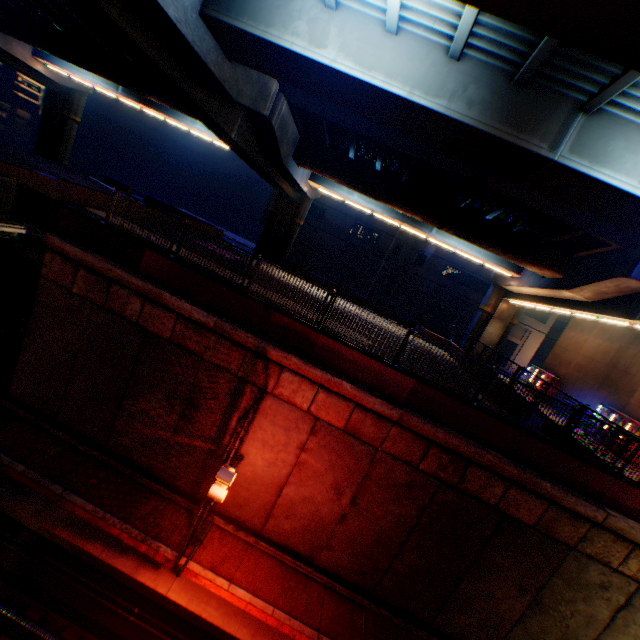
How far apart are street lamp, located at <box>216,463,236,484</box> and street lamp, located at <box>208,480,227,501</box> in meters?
0.3

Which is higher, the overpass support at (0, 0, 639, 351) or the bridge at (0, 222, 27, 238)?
the overpass support at (0, 0, 639, 351)

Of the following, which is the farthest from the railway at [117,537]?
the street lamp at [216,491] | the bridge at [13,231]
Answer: the bridge at [13,231]

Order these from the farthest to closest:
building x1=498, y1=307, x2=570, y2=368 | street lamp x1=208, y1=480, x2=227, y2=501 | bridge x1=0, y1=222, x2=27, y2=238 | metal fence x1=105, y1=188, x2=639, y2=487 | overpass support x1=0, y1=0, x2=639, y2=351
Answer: building x1=498, y1=307, x2=570, y2=368 < bridge x1=0, y1=222, x2=27, y2=238 < metal fence x1=105, y1=188, x2=639, y2=487 < street lamp x1=208, y1=480, x2=227, y2=501 < overpass support x1=0, y1=0, x2=639, y2=351

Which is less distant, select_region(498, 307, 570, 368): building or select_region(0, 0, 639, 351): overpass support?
select_region(0, 0, 639, 351): overpass support

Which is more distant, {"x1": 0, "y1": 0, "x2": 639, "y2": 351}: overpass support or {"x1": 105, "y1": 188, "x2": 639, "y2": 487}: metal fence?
{"x1": 105, "y1": 188, "x2": 639, "y2": 487}: metal fence

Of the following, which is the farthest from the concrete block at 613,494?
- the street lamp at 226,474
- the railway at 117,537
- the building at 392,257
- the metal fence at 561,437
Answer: the building at 392,257

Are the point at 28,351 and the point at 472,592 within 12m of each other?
no
